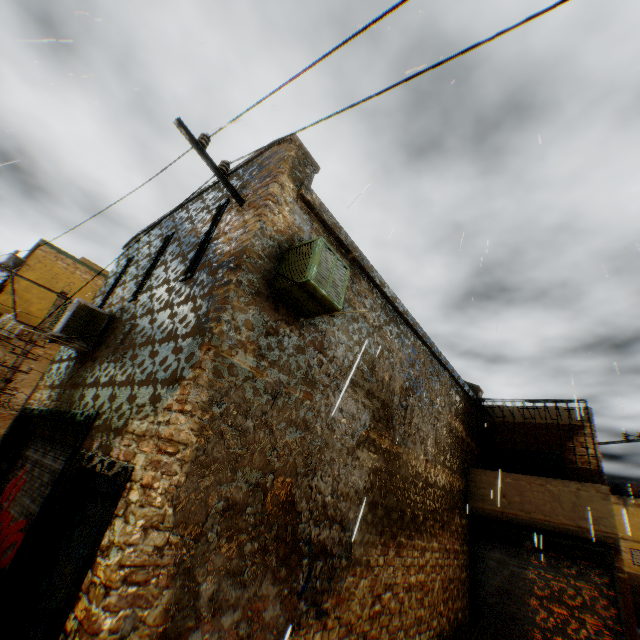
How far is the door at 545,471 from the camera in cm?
1141

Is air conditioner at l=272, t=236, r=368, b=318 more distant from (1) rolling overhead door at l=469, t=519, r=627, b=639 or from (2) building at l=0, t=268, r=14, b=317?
(1) rolling overhead door at l=469, t=519, r=627, b=639

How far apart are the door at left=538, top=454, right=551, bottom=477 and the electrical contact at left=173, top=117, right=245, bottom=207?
13.2 meters

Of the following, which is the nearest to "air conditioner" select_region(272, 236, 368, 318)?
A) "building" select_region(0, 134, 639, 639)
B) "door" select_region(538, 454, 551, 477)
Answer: "building" select_region(0, 134, 639, 639)

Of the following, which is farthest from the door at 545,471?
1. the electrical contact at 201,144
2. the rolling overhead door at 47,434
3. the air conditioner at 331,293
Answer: the electrical contact at 201,144

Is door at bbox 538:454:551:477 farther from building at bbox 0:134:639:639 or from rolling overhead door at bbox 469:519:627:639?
rolling overhead door at bbox 469:519:627:639

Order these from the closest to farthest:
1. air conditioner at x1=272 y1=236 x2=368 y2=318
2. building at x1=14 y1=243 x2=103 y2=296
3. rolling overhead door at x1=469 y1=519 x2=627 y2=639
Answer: air conditioner at x1=272 y1=236 x2=368 y2=318 < rolling overhead door at x1=469 y1=519 x2=627 y2=639 < building at x1=14 y1=243 x2=103 y2=296

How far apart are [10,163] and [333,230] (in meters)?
5.26
